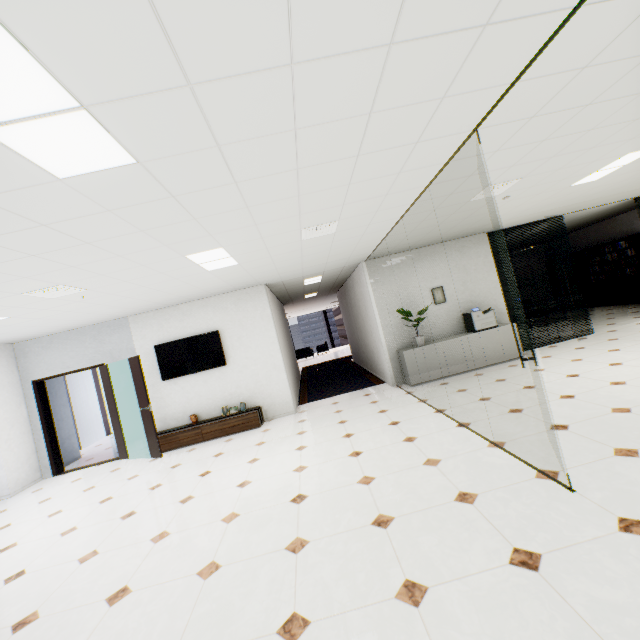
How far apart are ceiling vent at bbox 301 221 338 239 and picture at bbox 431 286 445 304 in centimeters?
384cm

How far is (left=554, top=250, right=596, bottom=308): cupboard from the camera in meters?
12.0

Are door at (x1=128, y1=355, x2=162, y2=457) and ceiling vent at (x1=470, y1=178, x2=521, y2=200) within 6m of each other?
no

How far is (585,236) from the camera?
12.2 meters

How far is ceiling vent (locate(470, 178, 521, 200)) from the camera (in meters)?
4.23

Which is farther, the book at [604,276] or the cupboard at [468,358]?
the book at [604,276]

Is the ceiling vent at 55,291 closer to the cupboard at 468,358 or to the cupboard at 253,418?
the cupboard at 253,418

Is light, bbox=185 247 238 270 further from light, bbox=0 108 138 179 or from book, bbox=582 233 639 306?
book, bbox=582 233 639 306
